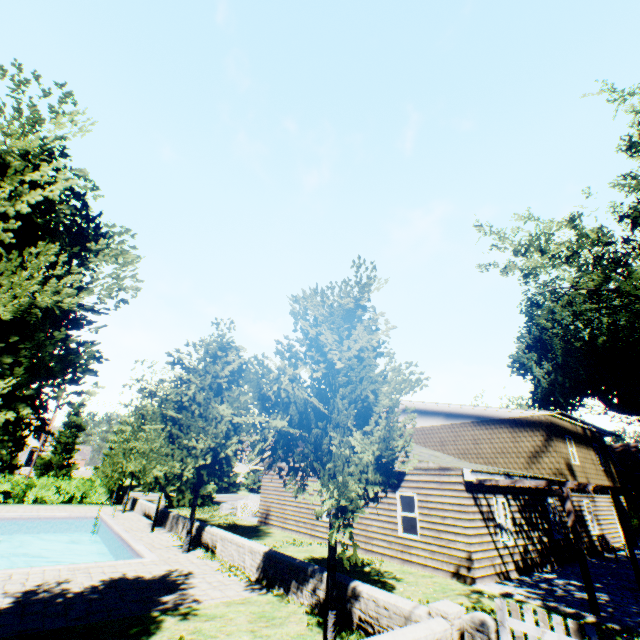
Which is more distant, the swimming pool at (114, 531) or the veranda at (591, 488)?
the swimming pool at (114, 531)

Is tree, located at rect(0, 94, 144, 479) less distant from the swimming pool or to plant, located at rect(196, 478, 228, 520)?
the swimming pool

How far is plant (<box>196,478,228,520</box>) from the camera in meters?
24.1 m

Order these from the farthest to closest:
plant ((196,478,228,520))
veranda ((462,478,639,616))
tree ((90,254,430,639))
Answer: plant ((196,478,228,520)) → veranda ((462,478,639,616)) → tree ((90,254,430,639))

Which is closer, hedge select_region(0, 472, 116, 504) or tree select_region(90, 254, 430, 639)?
tree select_region(90, 254, 430, 639)

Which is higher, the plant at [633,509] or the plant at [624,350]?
the plant at [624,350]

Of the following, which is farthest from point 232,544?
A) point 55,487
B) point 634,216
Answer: point 634,216

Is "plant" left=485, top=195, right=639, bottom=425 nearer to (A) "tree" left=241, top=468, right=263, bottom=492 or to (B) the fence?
(B) the fence
